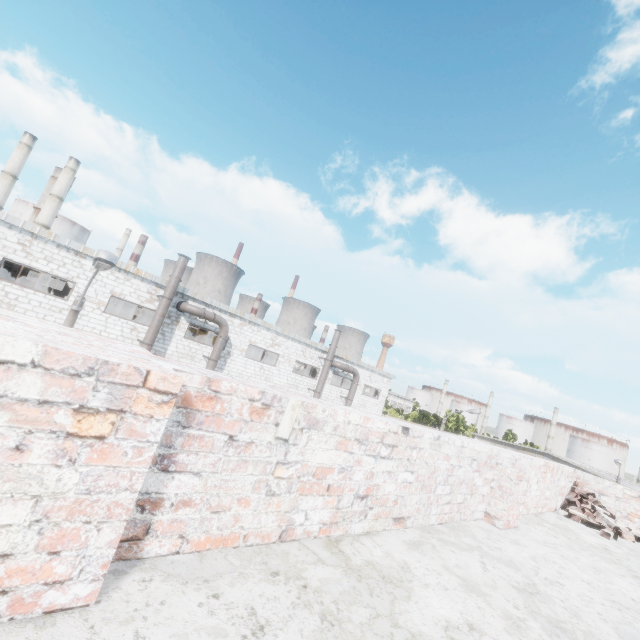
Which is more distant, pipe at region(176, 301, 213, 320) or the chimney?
the chimney

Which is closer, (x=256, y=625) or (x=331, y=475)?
(x=256, y=625)

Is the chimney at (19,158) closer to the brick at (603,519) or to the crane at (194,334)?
the crane at (194,334)

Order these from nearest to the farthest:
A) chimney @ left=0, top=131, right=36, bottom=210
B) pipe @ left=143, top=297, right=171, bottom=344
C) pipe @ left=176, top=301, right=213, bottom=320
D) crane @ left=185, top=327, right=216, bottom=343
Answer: pipe @ left=143, top=297, right=171, bottom=344, pipe @ left=176, top=301, right=213, bottom=320, crane @ left=185, top=327, right=216, bottom=343, chimney @ left=0, top=131, right=36, bottom=210

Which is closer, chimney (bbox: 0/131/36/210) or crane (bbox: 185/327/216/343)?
crane (bbox: 185/327/216/343)

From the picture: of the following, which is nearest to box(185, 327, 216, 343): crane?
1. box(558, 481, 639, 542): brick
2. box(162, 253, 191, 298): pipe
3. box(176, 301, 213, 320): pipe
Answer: box(176, 301, 213, 320): pipe

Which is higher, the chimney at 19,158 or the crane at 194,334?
the chimney at 19,158

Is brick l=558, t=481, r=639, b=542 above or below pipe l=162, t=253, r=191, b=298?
below
